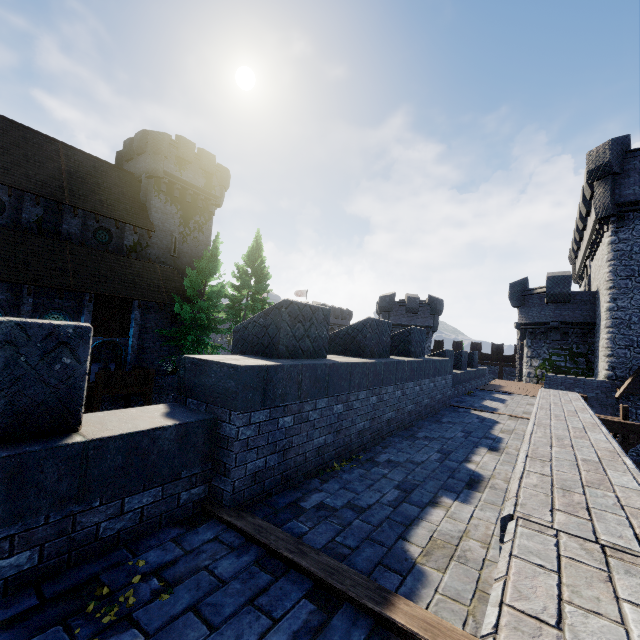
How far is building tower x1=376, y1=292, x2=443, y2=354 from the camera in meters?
35.1

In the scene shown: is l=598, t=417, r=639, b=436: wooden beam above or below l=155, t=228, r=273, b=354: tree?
below

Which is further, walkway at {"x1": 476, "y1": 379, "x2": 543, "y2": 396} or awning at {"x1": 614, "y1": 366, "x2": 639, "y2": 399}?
walkway at {"x1": 476, "y1": 379, "x2": 543, "y2": 396}

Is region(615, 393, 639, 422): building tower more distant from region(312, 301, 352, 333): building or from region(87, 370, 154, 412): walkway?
region(312, 301, 352, 333): building

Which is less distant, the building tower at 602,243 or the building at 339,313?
the building tower at 602,243

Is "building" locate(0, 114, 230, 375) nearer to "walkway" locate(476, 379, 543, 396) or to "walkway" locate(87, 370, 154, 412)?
"walkway" locate(87, 370, 154, 412)

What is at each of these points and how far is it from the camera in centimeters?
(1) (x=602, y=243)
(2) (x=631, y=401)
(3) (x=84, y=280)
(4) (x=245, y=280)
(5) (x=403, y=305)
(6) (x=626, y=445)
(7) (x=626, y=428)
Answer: (1) building tower, 1897cm
(2) building tower, 1619cm
(3) building, 2062cm
(4) tree, 2739cm
(5) building tower, 3559cm
(6) wooden support, 880cm
(7) wooden beam, 881cm

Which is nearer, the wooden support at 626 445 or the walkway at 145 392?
the wooden support at 626 445
